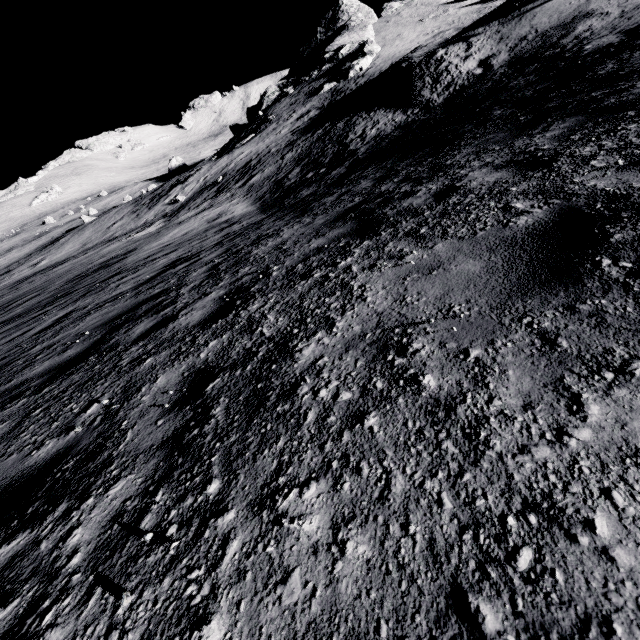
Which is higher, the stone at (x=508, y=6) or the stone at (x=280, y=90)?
the stone at (x=280, y=90)

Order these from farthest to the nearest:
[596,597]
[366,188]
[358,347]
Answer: [366,188] → [358,347] → [596,597]

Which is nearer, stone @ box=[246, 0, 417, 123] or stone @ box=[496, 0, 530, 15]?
stone @ box=[496, 0, 530, 15]

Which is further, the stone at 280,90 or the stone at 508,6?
the stone at 280,90

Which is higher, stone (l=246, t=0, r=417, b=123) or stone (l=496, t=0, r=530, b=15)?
stone (l=246, t=0, r=417, b=123)
